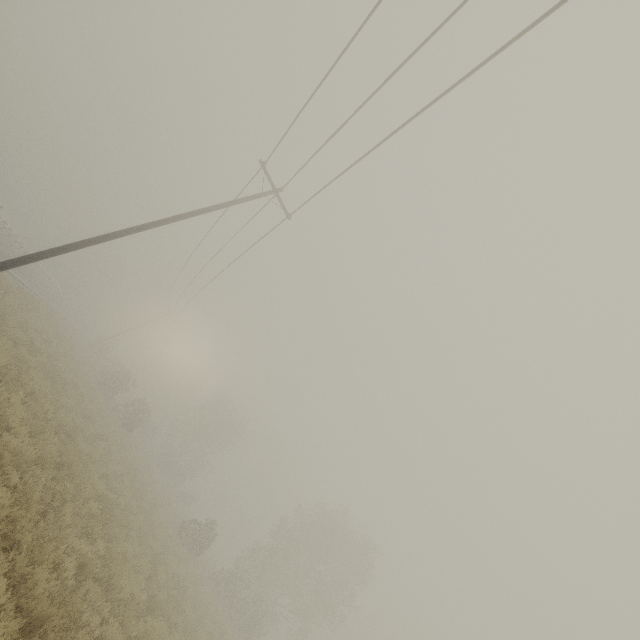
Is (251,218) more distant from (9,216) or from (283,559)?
(9,216)
